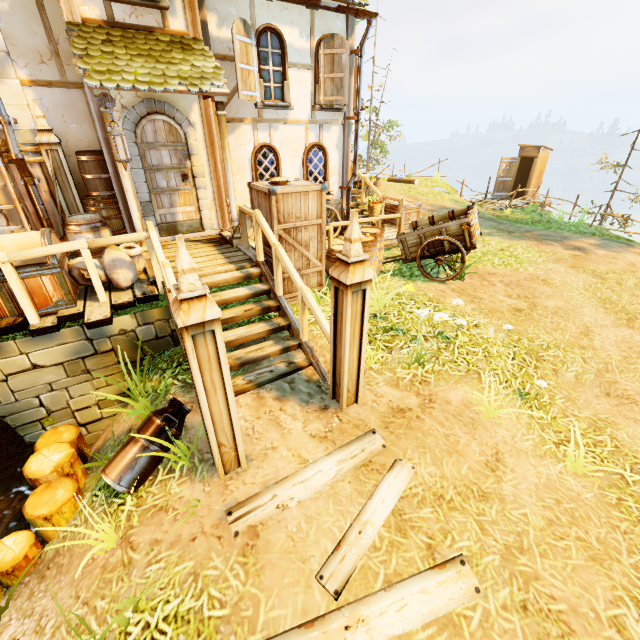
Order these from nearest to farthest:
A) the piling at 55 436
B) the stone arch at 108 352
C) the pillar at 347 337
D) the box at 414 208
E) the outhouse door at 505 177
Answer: the pillar at 347 337, the piling at 55 436, the stone arch at 108 352, the box at 414 208, the outhouse door at 505 177

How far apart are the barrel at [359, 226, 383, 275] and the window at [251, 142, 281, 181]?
2.22m

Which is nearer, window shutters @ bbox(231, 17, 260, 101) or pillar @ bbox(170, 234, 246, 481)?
pillar @ bbox(170, 234, 246, 481)

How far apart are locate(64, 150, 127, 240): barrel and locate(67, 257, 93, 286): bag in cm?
105

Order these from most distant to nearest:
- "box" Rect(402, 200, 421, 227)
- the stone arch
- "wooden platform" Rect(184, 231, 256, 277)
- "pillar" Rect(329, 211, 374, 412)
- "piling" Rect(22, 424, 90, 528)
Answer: "box" Rect(402, 200, 421, 227)
"wooden platform" Rect(184, 231, 256, 277)
the stone arch
"piling" Rect(22, 424, 90, 528)
"pillar" Rect(329, 211, 374, 412)

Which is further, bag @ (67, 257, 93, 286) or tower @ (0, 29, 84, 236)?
tower @ (0, 29, 84, 236)

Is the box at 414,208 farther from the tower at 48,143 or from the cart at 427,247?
the tower at 48,143

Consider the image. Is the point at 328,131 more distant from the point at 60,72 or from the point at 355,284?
the point at 355,284
